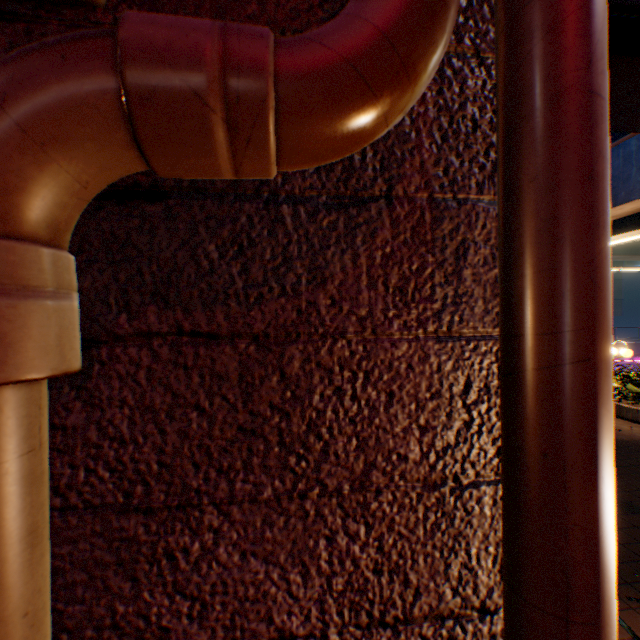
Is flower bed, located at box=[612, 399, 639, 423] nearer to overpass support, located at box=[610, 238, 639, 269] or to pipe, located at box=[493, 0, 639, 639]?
overpass support, located at box=[610, 238, 639, 269]

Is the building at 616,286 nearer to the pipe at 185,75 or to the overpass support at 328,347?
the overpass support at 328,347

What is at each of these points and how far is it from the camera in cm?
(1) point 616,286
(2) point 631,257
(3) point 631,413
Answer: (1) building, 4834
(2) overpass support, 2506
(3) flower bed, 923

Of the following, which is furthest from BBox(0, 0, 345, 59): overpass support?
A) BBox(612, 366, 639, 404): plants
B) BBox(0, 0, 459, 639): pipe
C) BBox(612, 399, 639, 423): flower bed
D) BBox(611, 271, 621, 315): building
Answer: BBox(611, 271, 621, 315): building

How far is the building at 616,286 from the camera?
48.3 meters

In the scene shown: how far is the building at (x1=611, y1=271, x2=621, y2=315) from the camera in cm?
4828

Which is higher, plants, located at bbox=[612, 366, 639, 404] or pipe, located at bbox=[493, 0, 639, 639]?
pipe, located at bbox=[493, 0, 639, 639]

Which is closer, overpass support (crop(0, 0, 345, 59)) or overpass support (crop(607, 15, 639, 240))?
overpass support (crop(0, 0, 345, 59))
